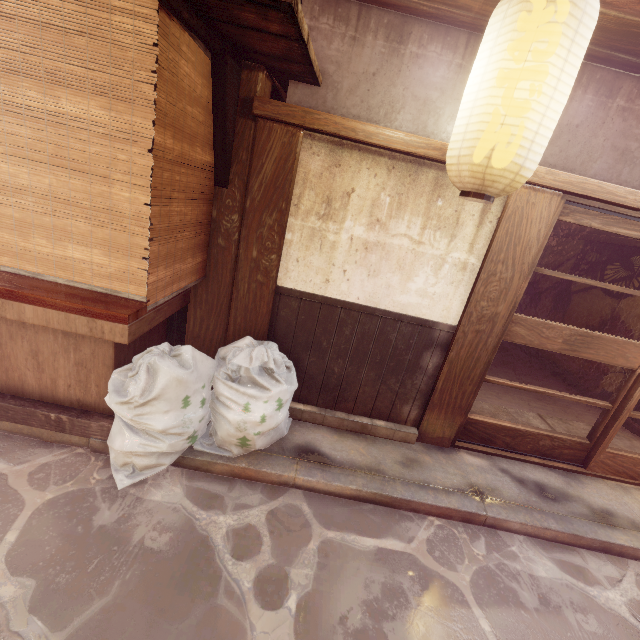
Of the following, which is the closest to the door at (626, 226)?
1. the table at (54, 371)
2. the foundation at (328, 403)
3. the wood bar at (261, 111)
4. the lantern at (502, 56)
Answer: the wood bar at (261, 111)

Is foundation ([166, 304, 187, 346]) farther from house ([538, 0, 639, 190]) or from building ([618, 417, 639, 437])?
building ([618, 417, 639, 437])

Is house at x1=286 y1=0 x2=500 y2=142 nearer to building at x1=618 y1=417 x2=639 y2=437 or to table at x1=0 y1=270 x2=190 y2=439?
building at x1=618 y1=417 x2=639 y2=437

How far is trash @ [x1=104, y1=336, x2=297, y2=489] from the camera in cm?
438

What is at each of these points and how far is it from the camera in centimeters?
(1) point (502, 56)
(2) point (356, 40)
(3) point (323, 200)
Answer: (1) lantern, 331cm
(2) house, 492cm
(3) house, 535cm

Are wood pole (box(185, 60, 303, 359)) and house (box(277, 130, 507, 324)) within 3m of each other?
yes

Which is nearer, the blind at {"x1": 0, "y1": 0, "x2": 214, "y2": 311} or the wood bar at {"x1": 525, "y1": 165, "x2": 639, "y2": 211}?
the blind at {"x1": 0, "y1": 0, "x2": 214, "y2": 311}

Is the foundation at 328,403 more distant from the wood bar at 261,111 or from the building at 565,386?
the wood bar at 261,111
